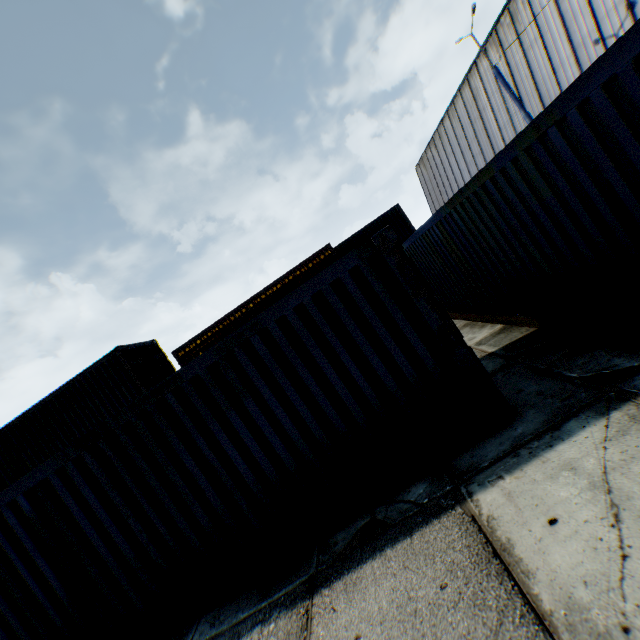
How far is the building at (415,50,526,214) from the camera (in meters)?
22.28

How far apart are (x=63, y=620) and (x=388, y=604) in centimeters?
506cm

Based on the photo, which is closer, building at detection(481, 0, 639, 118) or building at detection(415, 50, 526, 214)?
building at detection(481, 0, 639, 118)

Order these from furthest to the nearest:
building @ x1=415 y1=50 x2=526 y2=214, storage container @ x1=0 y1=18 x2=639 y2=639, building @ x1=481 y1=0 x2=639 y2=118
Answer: building @ x1=415 y1=50 x2=526 y2=214 < building @ x1=481 y1=0 x2=639 y2=118 < storage container @ x1=0 y1=18 x2=639 y2=639

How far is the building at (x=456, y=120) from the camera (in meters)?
22.28

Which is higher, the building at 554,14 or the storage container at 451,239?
the building at 554,14

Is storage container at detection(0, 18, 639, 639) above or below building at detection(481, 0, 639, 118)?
below
